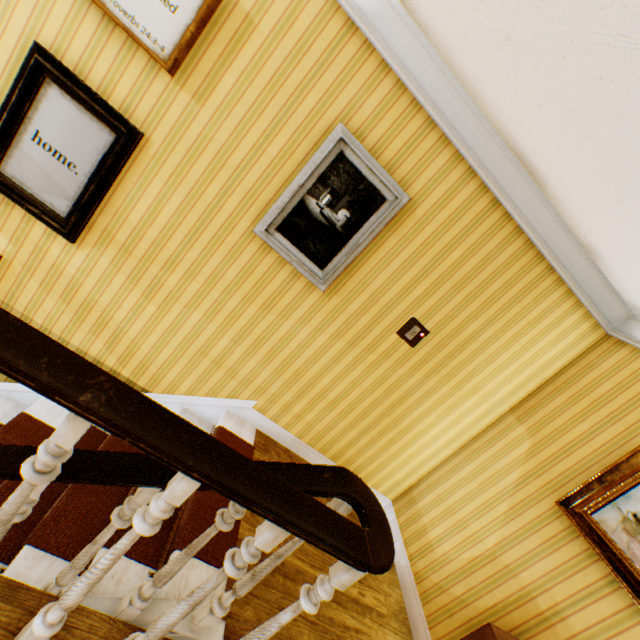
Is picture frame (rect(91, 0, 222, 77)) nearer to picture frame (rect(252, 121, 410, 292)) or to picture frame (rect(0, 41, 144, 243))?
picture frame (rect(0, 41, 144, 243))

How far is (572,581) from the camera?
2.2 meters

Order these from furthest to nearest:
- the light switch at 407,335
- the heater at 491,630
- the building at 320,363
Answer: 1. the light switch at 407,335
2. the heater at 491,630
3. the building at 320,363

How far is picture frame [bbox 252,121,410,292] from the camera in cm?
234

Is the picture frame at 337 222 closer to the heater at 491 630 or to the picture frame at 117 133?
the picture frame at 117 133

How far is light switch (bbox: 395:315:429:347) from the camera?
2.9 meters

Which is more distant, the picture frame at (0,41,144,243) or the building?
the picture frame at (0,41,144,243)

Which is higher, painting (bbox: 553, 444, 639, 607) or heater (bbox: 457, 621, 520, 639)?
painting (bbox: 553, 444, 639, 607)
